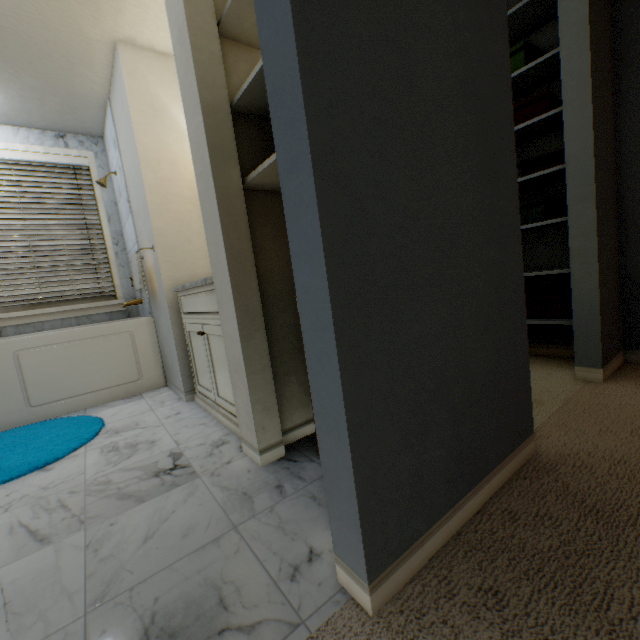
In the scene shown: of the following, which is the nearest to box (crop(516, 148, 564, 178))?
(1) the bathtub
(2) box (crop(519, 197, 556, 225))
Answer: (2) box (crop(519, 197, 556, 225))

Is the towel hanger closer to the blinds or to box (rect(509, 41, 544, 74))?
the blinds

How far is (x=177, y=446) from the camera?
1.68m

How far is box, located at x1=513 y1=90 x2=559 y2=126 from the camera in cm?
188

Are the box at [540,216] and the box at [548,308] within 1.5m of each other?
yes

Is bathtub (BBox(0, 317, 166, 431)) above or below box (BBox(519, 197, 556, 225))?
below

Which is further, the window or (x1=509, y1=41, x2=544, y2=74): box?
the window

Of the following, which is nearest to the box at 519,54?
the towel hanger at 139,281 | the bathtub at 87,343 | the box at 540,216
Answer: the box at 540,216
